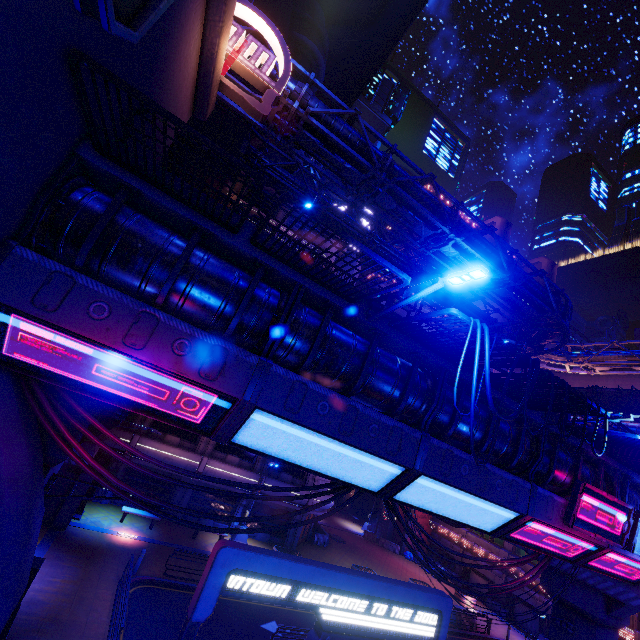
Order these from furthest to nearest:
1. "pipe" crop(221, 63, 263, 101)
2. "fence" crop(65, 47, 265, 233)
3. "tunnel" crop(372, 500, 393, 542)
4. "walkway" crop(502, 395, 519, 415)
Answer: "tunnel" crop(372, 500, 393, 542) < "pipe" crop(221, 63, 263, 101) < "walkway" crop(502, 395, 519, 415) < "fence" crop(65, 47, 265, 233)

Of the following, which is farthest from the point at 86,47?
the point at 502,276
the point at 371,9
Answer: the point at 371,9

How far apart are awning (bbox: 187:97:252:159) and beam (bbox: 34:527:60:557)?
22.84m

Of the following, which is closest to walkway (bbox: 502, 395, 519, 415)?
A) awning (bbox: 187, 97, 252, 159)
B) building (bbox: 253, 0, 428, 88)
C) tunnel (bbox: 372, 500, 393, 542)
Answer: tunnel (bbox: 372, 500, 393, 542)

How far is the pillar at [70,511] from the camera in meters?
16.9 m

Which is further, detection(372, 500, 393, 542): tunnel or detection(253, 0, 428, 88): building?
detection(372, 500, 393, 542): tunnel

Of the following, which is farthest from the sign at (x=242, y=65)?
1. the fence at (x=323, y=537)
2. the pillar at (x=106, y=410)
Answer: the fence at (x=323, y=537)

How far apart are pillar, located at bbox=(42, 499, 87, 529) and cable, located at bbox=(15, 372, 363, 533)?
14.6m
